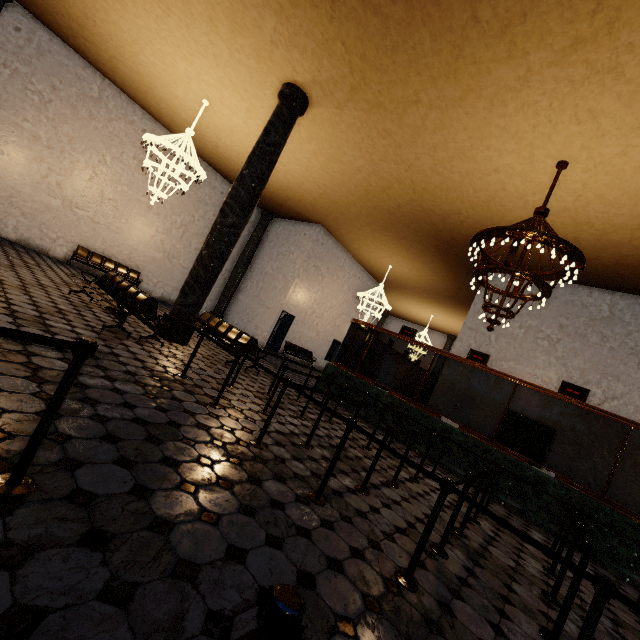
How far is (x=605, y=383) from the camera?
9.21m
